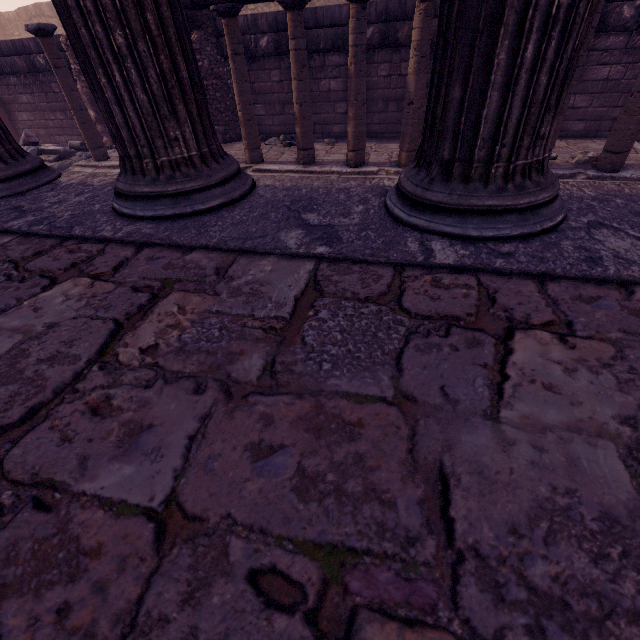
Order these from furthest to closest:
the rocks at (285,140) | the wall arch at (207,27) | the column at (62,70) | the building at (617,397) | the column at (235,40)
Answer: the rocks at (285,140) → the wall arch at (207,27) → the column at (62,70) → the column at (235,40) → the building at (617,397)

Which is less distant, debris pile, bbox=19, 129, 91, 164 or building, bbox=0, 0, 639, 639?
building, bbox=0, 0, 639, 639

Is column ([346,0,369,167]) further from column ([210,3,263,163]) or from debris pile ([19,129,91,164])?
debris pile ([19,129,91,164])

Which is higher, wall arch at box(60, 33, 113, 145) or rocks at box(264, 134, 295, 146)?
wall arch at box(60, 33, 113, 145)

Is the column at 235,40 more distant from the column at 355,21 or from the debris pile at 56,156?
the debris pile at 56,156

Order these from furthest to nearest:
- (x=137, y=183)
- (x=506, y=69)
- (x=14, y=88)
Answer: (x=14, y=88)
(x=137, y=183)
(x=506, y=69)

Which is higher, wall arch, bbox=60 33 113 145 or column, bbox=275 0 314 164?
wall arch, bbox=60 33 113 145

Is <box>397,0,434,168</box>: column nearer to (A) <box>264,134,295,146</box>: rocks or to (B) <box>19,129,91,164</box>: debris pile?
(A) <box>264,134,295,146</box>: rocks
